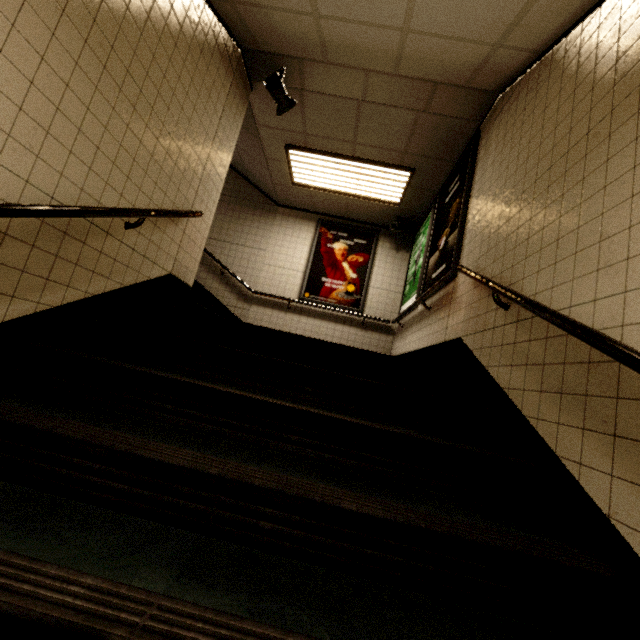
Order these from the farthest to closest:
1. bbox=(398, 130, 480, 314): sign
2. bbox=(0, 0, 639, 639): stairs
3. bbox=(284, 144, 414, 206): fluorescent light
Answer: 1. bbox=(284, 144, 414, 206): fluorescent light
2. bbox=(398, 130, 480, 314): sign
3. bbox=(0, 0, 639, 639): stairs

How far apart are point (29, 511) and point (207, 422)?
0.7m

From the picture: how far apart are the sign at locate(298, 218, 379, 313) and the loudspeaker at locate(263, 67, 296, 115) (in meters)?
2.77

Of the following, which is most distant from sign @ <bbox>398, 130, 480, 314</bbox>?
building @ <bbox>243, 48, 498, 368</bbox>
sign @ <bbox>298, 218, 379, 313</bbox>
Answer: sign @ <bbox>298, 218, 379, 313</bbox>

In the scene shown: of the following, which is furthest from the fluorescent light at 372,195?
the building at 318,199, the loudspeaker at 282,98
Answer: the loudspeaker at 282,98

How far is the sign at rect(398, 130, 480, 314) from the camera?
3.6m

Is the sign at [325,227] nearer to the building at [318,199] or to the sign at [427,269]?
the building at [318,199]

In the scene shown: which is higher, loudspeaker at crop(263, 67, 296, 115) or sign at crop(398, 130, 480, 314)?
loudspeaker at crop(263, 67, 296, 115)
